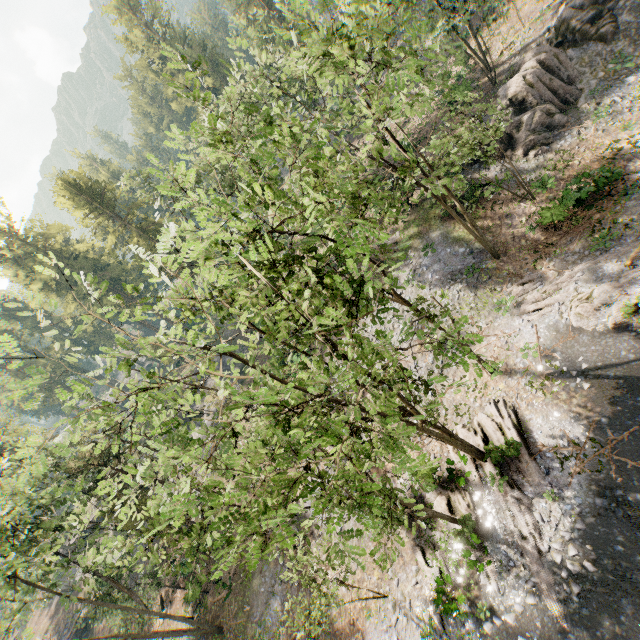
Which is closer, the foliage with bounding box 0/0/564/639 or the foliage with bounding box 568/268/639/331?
the foliage with bounding box 0/0/564/639

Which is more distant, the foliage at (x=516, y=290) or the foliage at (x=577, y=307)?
the foliage at (x=516, y=290)

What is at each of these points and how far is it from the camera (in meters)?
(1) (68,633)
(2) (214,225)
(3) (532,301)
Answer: (1) ground embankment, 38.88
(2) foliage, 8.02
(3) foliage, 20.16

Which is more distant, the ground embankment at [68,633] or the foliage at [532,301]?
the ground embankment at [68,633]

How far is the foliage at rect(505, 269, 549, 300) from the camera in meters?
20.5 m

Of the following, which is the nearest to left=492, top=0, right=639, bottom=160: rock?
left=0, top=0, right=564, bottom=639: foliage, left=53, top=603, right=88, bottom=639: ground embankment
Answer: left=0, top=0, right=564, bottom=639: foliage

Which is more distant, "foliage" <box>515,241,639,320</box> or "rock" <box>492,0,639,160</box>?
"rock" <box>492,0,639,160</box>
